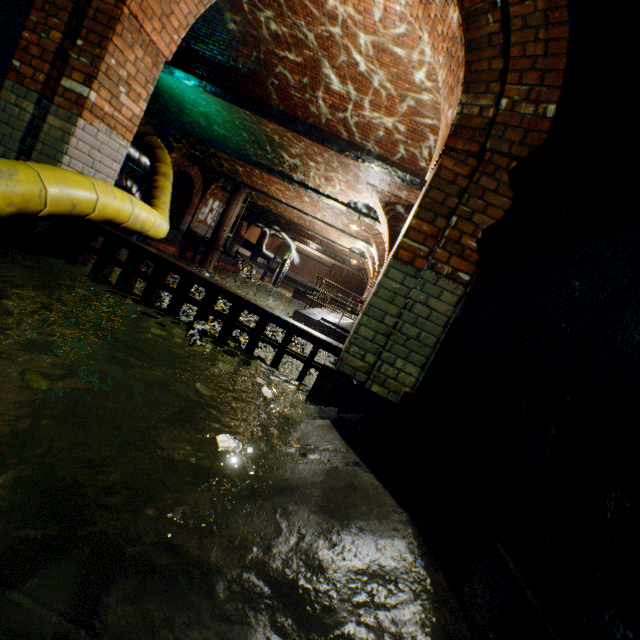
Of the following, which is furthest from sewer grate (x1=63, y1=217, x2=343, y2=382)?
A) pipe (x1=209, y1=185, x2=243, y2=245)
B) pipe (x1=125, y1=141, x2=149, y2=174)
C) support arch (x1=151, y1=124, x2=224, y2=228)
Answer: pipe (x1=209, y1=185, x2=243, y2=245)

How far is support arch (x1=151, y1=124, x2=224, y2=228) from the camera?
16.97m

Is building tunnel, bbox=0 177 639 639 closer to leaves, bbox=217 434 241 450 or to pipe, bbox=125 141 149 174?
leaves, bbox=217 434 241 450

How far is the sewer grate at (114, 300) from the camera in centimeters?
323cm

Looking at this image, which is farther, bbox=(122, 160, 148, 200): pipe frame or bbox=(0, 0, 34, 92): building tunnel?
bbox=(122, 160, 148, 200): pipe frame

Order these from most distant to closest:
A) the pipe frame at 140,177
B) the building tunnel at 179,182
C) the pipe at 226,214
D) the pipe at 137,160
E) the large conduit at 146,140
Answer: the building tunnel at 179,182
the pipe at 226,214
the pipe at 137,160
the pipe frame at 140,177
the large conduit at 146,140

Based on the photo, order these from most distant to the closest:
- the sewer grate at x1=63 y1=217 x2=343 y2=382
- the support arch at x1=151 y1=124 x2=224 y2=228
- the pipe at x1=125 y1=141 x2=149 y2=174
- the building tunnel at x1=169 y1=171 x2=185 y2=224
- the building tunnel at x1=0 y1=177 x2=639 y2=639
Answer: the building tunnel at x1=169 y1=171 x2=185 y2=224 → the support arch at x1=151 y1=124 x2=224 y2=228 → the pipe at x1=125 y1=141 x2=149 y2=174 → the sewer grate at x1=63 y1=217 x2=343 y2=382 → the building tunnel at x1=0 y1=177 x2=639 y2=639

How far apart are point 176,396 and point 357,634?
1.9 meters
